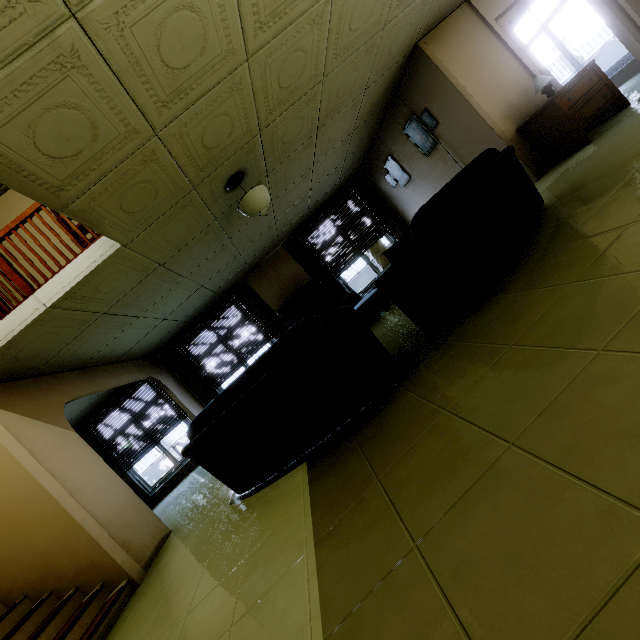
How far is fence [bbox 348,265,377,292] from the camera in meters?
15.1 m

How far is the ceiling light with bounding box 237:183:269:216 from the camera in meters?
3.9 m

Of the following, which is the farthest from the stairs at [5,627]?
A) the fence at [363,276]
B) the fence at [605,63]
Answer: the fence at [605,63]

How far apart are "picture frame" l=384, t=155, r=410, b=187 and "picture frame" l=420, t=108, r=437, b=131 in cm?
86

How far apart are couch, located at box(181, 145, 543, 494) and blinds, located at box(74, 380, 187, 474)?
5.21m

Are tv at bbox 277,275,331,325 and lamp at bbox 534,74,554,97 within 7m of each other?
yes

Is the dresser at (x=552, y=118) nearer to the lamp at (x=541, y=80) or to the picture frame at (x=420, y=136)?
the lamp at (x=541, y=80)

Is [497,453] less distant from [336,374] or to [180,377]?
[336,374]
